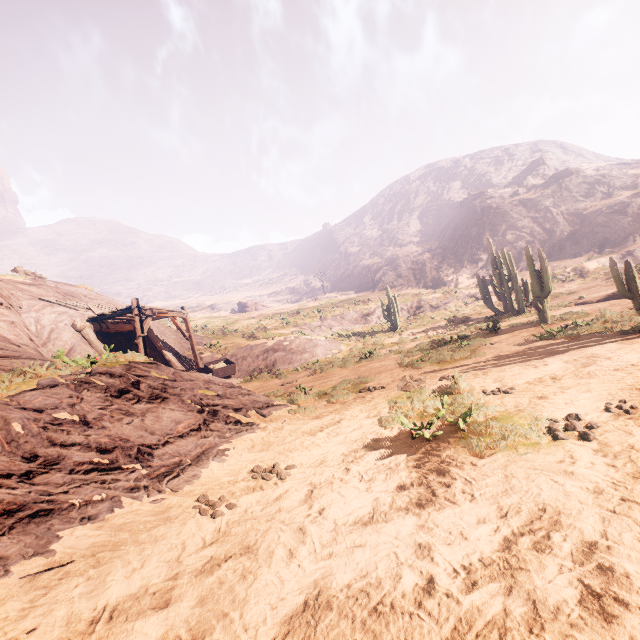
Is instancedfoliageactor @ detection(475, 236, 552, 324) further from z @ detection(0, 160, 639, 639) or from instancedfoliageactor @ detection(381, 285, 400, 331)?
instancedfoliageactor @ detection(381, 285, 400, 331)

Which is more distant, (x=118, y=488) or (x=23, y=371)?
(x=23, y=371)

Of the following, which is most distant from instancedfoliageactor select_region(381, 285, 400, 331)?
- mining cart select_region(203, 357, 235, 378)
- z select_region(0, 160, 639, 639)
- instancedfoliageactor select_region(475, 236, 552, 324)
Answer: mining cart select_region(203, 357, 235, 378)

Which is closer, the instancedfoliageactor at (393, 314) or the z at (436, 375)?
the z at (436, 375)

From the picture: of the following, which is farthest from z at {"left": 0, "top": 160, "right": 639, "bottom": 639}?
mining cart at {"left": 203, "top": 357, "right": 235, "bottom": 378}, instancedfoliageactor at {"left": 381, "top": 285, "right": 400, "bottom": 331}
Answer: instancedfoliageactor at {"left": 381, "top": 285, "right": 400, "bottom": 331}

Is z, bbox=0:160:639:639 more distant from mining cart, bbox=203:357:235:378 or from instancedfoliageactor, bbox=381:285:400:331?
instancedfoliageactor, bbox=381:285:400:331

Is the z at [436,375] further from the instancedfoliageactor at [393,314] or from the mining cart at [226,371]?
the instancedfoliageactor at [393,314]
